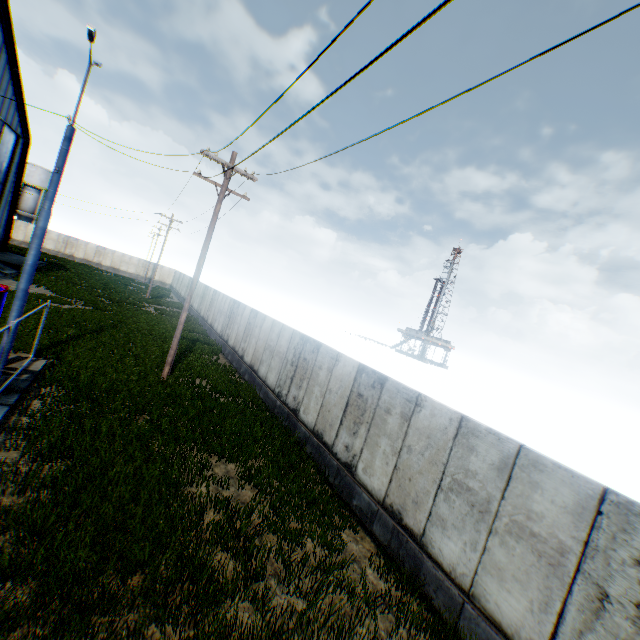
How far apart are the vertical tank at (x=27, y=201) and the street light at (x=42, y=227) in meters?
56.2 m

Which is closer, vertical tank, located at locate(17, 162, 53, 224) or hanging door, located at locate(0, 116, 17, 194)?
hanging door, located at locate(0, 116, 17, 194)

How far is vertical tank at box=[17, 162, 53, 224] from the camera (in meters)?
50.44

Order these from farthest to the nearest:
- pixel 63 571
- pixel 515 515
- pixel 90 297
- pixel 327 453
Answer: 1. pixel 90 297
2. pixel 327 453
3. pixel 515 515
4. pixel 63 571

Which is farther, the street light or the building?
the building

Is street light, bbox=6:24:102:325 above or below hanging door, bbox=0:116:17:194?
below

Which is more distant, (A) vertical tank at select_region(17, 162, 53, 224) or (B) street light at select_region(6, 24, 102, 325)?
(A) vertical tank at select_region(17, 162, 53, 224)

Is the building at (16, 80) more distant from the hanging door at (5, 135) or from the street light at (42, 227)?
the street light at (42, 227)
